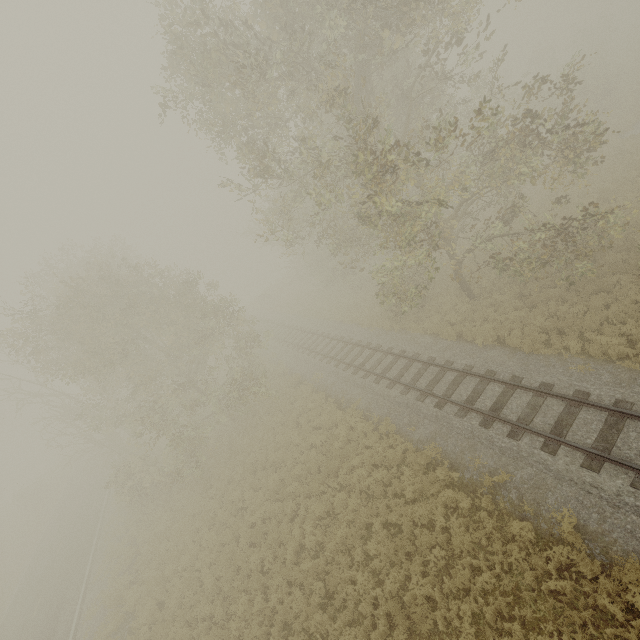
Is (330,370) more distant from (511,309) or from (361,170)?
(361,170)
